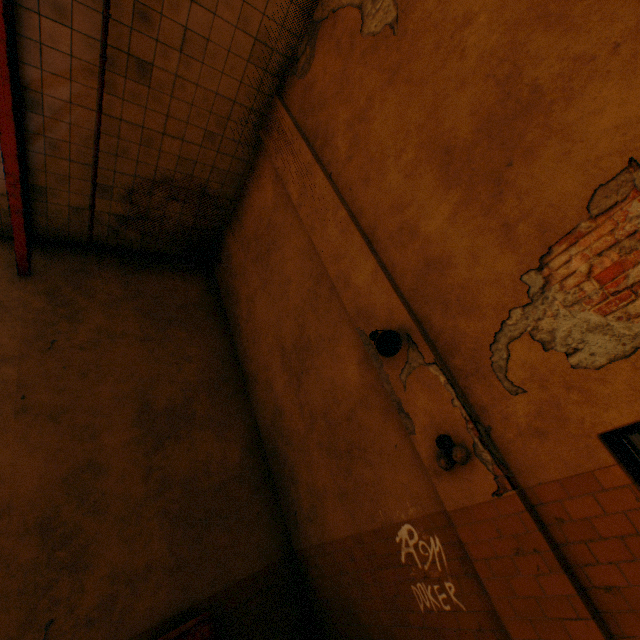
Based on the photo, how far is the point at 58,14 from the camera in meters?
4.2 m

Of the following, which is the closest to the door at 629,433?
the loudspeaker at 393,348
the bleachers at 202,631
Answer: the loudspeaker at 393,348

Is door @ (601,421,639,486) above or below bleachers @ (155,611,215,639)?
above

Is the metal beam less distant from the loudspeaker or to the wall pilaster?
the wall pilaster

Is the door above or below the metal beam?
below

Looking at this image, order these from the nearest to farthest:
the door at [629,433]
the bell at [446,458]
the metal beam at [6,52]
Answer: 1. the door at [629,433]
2. the bell at [446,458]
3. the metal beam at [6,52]

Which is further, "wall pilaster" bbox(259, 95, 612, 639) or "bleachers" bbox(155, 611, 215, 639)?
"bleachers" bbox(155, 611, 215, 639)

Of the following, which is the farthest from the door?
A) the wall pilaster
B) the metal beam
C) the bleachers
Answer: the metal beam
